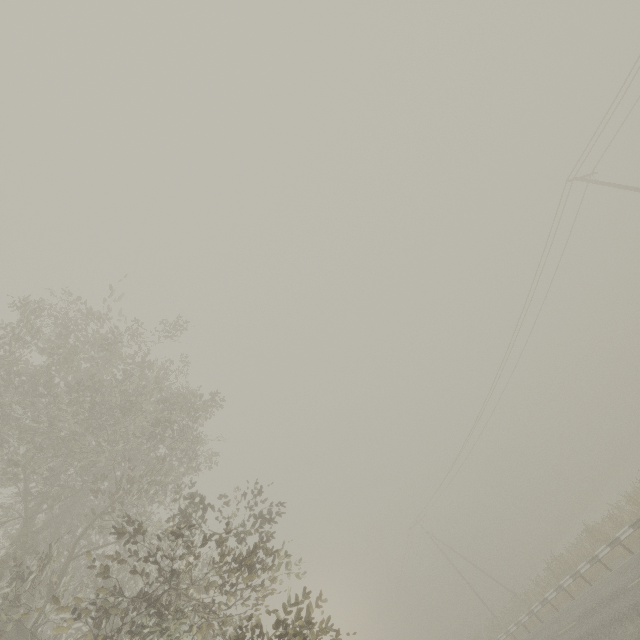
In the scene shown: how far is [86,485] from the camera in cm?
1121
